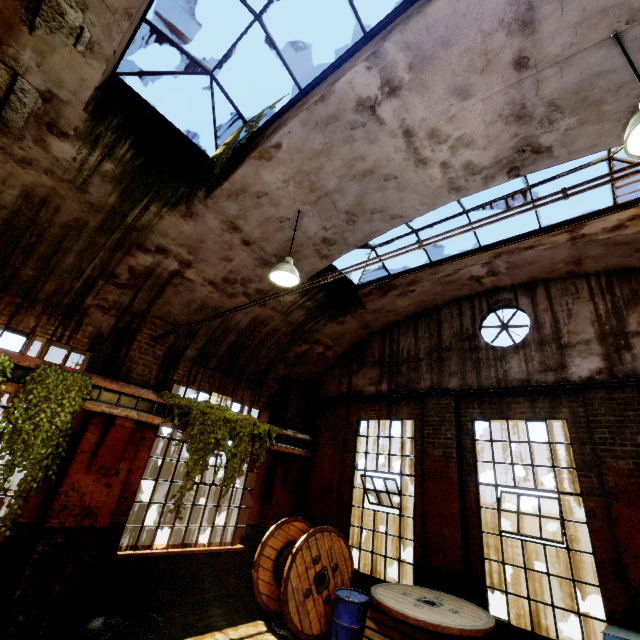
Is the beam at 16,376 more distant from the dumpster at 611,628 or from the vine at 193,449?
the dumpster at 611,628

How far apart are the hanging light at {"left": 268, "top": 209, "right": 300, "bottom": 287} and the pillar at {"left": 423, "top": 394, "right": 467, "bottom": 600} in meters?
4.6

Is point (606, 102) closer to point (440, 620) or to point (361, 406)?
point (440, 620)

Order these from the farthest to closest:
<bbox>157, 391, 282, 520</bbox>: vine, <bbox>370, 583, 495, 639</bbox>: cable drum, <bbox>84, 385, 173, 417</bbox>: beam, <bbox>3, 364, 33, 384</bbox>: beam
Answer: <bbox>157, 391, 282, 520</bbox>: vine
<bbox>84, 385, 173, 417</bbox>: beam
<bbox>3, 364, 33, 384</bbox>: beam
<bbox>370, 583, 495, 639</bbox>: cable drum

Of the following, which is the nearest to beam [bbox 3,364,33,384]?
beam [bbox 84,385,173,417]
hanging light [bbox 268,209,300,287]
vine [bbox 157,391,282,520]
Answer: beam [bbox 84,385,173,417]

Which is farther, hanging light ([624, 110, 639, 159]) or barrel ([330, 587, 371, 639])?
barrel ([330, 587, 371, 639])

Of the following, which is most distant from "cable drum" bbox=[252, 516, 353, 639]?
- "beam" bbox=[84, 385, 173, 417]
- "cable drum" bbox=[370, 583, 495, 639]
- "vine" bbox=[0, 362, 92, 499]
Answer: "vine" bbox=[0, 362, 92, 499]

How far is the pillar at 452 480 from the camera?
6.24m
